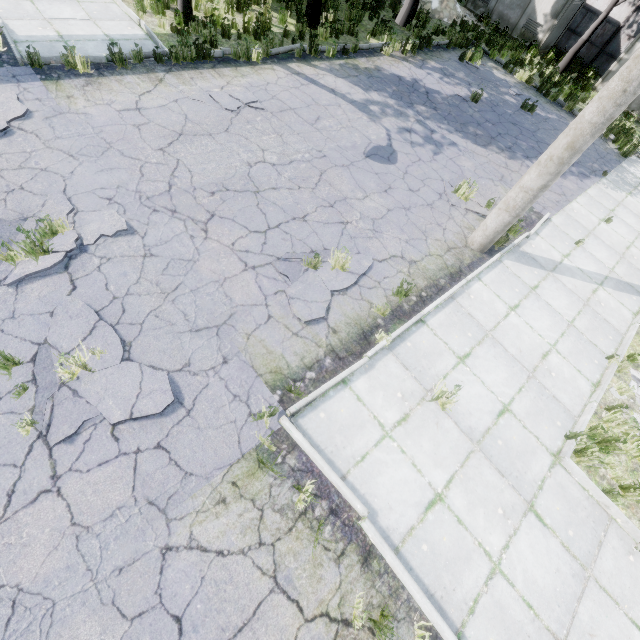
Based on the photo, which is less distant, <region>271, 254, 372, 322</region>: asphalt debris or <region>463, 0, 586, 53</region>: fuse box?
<region>271, 254, 372, 322</region>: asphalt debris

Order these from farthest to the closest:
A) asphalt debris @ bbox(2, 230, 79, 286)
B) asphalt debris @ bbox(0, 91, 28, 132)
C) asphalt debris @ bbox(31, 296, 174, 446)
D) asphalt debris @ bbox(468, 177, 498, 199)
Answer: asphalt debris @ bbox(468, 177, 498, 199) → asphalt debris @ bbox(0, 91, 28, 132) → asphalt debris @ bbox(2, 230, 79, 286) → asphalt debris @ bbox(31, 296, 174, 446)

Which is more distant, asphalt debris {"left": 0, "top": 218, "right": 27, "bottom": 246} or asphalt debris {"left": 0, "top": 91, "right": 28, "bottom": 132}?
asphalt debris {"left": 0, "top": 91, "right": 28, "bottom": 132}

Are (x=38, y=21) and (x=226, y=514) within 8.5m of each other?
no

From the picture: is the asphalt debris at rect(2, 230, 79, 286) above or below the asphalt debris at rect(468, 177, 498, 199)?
below

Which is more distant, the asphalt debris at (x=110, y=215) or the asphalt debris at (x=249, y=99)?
the asphalt debris at (x=249, y=99)

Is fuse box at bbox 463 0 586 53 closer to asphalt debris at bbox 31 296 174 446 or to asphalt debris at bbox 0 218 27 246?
asphalt debris at bbox 0 218 27 246

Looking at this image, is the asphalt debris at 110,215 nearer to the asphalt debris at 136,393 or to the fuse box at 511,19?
the asphalt debris at 136,393
